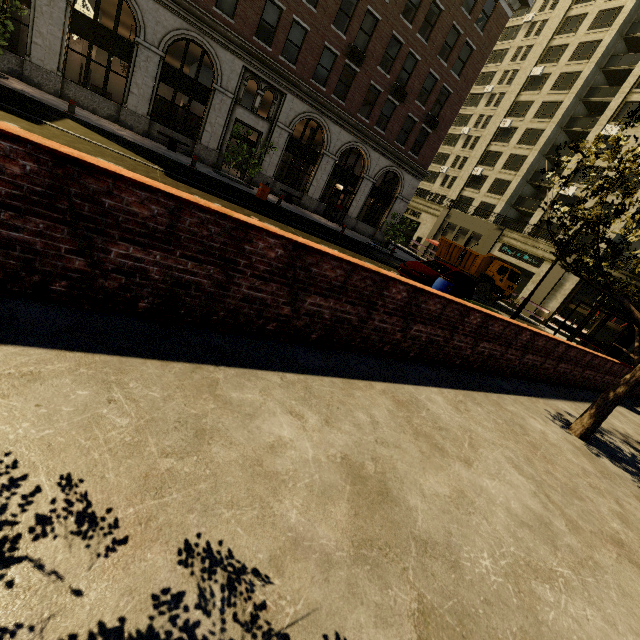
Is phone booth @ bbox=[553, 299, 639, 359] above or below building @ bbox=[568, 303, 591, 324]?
below

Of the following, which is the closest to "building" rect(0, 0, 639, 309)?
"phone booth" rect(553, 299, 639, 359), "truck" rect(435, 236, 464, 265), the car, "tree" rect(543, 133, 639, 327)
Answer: "tree" rect(543, 133, 639, 327)

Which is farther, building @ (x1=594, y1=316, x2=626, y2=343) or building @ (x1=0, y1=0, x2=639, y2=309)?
building @ (x1=594, y1=316, x2=626, y2=343)

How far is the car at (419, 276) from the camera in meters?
13.3 m

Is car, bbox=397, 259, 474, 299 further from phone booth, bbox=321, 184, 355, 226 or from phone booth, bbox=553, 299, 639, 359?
phone booth, bbox=321, 184, 355, 226

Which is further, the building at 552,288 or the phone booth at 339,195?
the building at 552,288

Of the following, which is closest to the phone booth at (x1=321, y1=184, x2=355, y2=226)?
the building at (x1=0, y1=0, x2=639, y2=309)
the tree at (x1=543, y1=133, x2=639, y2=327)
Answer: the building at (x1=0, y1=0, x2=639, y2=309)

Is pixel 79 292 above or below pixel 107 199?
below
